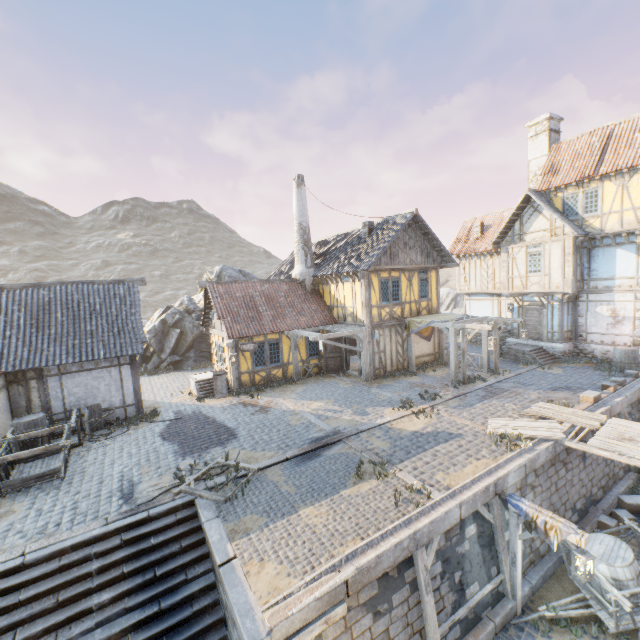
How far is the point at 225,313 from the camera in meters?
16.5

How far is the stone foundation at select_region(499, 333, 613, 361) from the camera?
17.52m

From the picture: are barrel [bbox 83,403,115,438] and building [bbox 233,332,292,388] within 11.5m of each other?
yes

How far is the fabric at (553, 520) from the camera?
6.8 meters

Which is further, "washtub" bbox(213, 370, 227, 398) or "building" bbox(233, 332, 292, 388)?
"building" bbox(233, 332, 292, 388)

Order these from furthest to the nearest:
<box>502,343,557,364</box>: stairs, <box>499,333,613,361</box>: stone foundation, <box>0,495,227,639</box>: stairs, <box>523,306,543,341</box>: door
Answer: <box>523,306,543,341</box>: door < <box>502,343,557,364</box>: stairs < <box>499,333,613,361</box>: stone foundation < <box>0,495,227,639</box>: stairs

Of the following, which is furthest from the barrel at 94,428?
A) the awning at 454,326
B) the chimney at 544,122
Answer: the chimney at 544,122

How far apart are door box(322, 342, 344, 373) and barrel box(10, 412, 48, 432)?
12.4 meters
